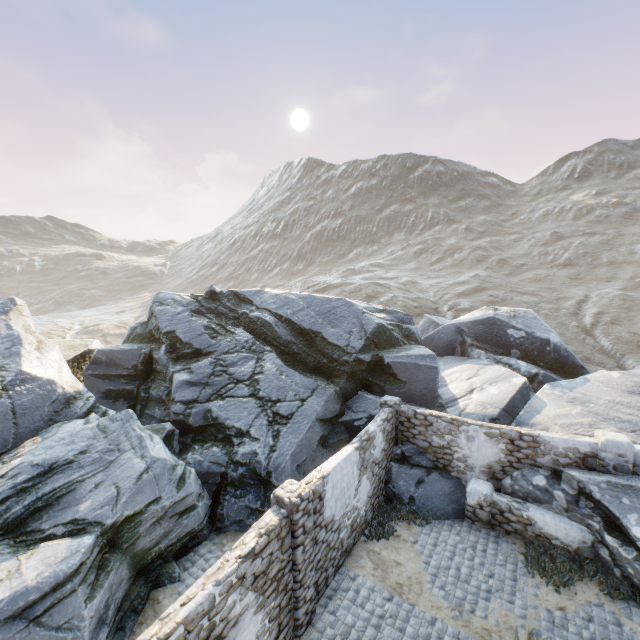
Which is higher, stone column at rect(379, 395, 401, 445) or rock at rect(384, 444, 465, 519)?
stone column at rect(379, 395, 401, 445)

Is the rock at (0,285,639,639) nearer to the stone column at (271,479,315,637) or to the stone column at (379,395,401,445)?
the stone column at (379,395,401,445)

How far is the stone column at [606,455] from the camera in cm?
865

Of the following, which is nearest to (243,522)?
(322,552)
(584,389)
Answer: (322,552)

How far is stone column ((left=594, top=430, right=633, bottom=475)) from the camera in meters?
8.6

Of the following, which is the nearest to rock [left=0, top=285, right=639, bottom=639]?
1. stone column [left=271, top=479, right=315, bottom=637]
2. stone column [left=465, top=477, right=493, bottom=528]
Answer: stone column [left=465, top=477, right=493, bottom=528]

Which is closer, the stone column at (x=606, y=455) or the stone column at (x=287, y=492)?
the stone column at (x=287, y=492)
